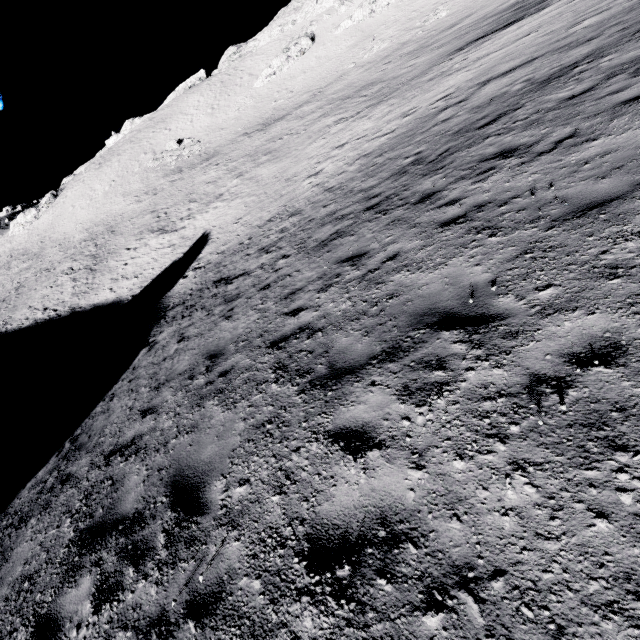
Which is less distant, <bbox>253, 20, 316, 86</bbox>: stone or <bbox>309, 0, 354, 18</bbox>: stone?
<bbox>309, 0, 354, 18</bbox>: stone

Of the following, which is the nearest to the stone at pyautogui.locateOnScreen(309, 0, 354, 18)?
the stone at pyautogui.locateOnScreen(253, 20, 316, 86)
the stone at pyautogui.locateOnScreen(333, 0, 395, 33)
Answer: the stone at pyautogui.locateOnScreen(253, 20, 316, 86)

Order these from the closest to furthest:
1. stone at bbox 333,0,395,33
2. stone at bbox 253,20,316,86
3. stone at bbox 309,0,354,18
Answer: stone at bbox 333,0,395,33 → stone at bbox 309,0,354,18 → stone at bbox 253,20,316,86

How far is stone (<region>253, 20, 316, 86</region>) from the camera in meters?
54.1 m

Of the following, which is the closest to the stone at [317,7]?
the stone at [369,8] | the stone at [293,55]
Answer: the stone at [293,55]

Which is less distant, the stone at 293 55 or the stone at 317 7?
the stone at 317 7

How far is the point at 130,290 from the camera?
26.8 meters
